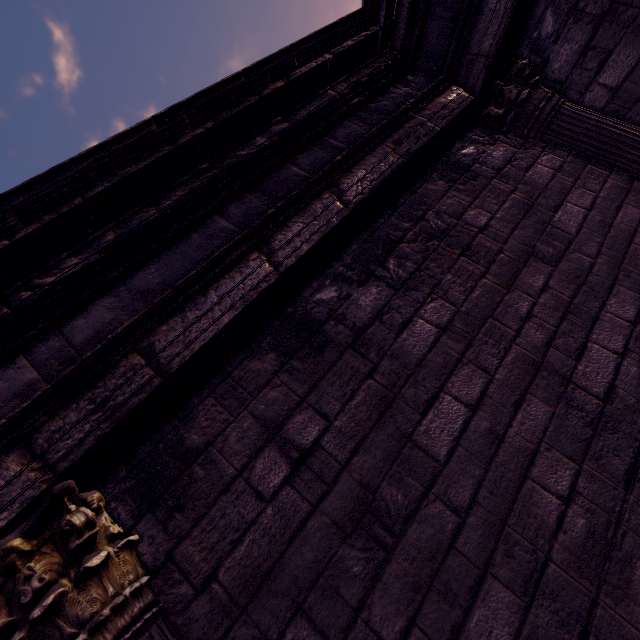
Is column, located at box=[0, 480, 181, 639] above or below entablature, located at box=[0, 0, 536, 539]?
below

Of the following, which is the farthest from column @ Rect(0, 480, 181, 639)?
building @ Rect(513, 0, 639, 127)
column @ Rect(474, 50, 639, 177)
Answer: column @ Rect(474, 50, 639, 177)

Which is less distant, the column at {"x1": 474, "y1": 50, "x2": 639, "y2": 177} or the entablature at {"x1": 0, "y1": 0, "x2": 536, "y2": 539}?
the entablature at {"x1": 0, "y1": 0, "x2": 536, "y2": 539}

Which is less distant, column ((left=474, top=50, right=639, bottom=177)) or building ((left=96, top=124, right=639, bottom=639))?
building ((left=96, top=124, right=639, bottom=639))

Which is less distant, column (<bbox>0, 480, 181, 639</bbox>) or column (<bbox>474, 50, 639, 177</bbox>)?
column (<bbox>0, 480, 181, 639</bbox>)

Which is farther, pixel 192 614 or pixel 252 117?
pixel 252 117

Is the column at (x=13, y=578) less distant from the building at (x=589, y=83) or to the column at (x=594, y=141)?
the building at (x=589, y=83)
